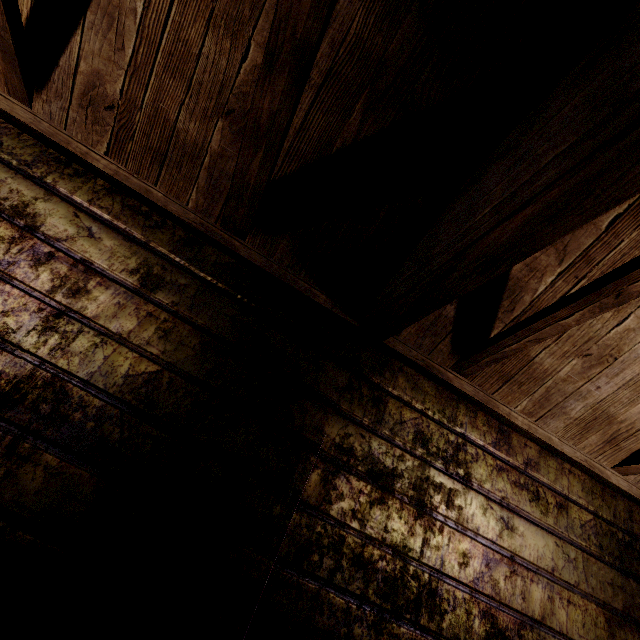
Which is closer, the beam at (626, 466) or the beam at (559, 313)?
the beam at (559, 313)

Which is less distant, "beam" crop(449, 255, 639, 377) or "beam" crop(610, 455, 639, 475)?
"beam" crop(449, 255, 639, 377)

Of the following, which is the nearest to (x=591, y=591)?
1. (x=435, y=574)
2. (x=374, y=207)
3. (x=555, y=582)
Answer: (x=555, y=582)

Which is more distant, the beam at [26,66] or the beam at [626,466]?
the beam at [626,466]

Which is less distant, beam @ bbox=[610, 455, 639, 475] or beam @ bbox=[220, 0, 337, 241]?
beam @ bbox=[220, 0, 337, 241]
